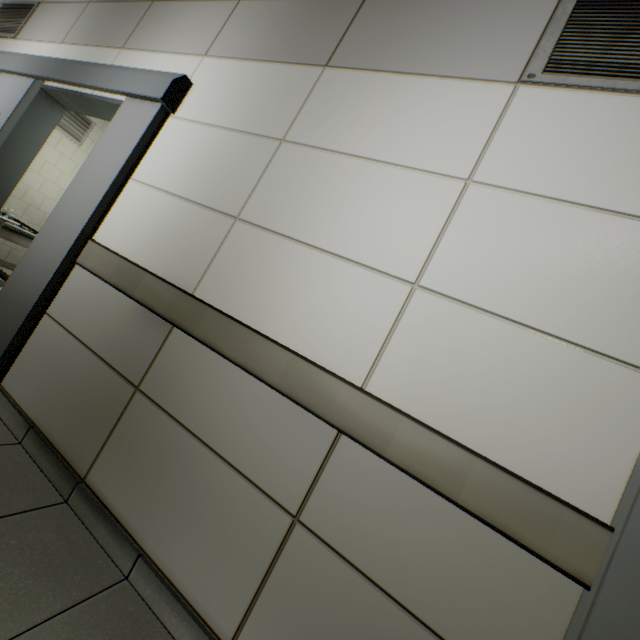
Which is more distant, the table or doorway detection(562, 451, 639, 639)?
the table

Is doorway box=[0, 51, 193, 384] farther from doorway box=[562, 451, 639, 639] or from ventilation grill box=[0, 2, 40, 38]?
doorway box=[562, 451, 639, 639]

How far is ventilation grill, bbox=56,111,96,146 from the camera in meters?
5.2 m

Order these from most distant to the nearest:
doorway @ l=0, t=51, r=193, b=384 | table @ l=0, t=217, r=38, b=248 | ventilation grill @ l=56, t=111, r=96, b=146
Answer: ventilation grill @ l=56, t=111, r=96, b=146, table @ l=0, t=217, r=38, b=248, doorway @ l=0, t=51, r=193, b=384

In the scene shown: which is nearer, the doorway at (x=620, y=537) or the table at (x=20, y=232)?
the doorway at (x=620, y=537)

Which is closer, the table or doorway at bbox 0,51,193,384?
doorway at bbox 0,51,193,384

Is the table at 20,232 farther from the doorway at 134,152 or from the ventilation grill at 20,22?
the ventilation grill at 20,22

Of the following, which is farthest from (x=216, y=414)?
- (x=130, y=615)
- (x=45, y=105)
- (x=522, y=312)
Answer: (x=45, y=105)
